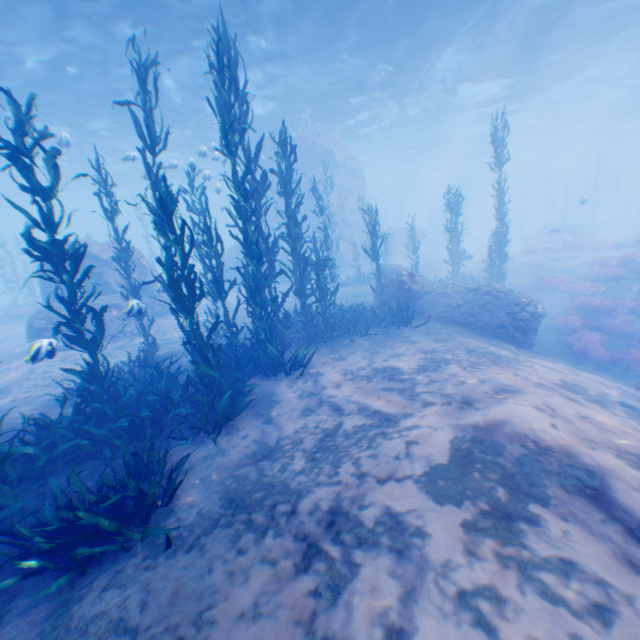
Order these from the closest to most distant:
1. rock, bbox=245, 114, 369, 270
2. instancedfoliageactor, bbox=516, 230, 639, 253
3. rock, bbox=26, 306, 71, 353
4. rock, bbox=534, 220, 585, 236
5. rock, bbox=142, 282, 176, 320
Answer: rock, bbox=26, 306, 71, 353, rock, bbox=142, 282, 176, 320, rock, bbox=534, 220, 585, 236, instancedfoliageactor, bbox=516, 230, 639, 253, rock, bbox=245, 114, 369, 270

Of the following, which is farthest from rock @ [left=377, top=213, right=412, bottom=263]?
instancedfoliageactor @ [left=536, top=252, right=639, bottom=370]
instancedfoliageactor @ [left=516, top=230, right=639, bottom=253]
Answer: instancedfoliageactor @ [left=516, top=230, right=639, bottom=253]

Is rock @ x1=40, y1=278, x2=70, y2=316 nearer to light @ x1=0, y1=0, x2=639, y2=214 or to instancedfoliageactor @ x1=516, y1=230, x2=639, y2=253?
light @ x1=0, y1=0, x2=639, y2=214

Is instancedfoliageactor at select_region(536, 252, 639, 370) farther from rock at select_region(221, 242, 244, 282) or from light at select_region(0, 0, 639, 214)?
light at select_region(0, 0, 639, 214)

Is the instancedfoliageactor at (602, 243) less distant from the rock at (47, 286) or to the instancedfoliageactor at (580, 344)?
the rock at (47, 286)

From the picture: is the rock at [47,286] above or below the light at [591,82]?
below

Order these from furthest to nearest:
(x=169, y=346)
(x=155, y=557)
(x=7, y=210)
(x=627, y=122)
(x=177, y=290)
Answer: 1. (x=7, y=210)
2. (x=627, y=122)
3. (x=169, y=346)
4. (x=177, y=290)
5. (x=155, y=557)
